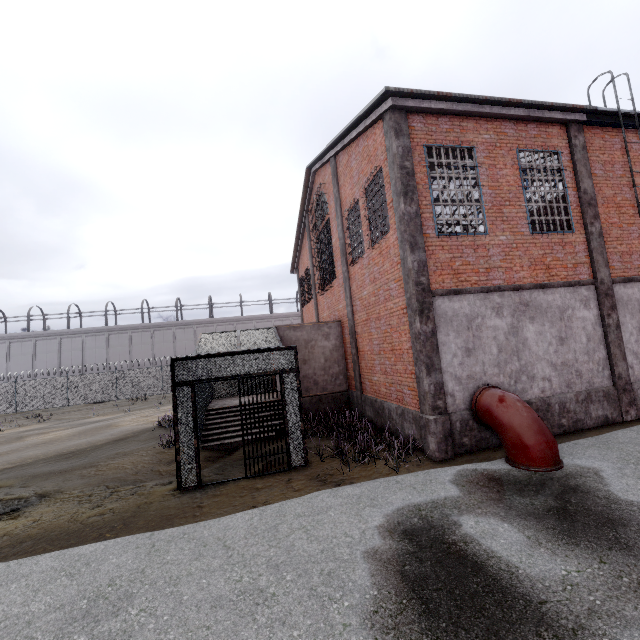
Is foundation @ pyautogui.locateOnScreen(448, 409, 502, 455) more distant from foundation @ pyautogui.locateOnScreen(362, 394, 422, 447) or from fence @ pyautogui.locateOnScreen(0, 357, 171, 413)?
fence @ pyautogui.locateOnScreen(0, 357, 171, 413)

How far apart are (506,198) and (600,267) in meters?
3.5

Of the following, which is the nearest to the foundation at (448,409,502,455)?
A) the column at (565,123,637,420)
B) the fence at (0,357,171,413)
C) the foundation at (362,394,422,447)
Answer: the column at (565,123,637,420)

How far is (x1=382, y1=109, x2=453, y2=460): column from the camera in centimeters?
770cm

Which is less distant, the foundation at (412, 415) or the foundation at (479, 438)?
the foundation at (479, 438)

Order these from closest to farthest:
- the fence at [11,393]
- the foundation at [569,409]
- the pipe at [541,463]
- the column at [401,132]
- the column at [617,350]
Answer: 1. the pipe at [541,463]
2. the column at [401,132]
3. the foundation at [569,409]
4. the column at [617,350]
5. the fence at [11,393]

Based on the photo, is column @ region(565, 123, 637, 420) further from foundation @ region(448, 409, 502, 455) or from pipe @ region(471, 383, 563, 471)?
pipe @ region(471, 383, 563, 471)

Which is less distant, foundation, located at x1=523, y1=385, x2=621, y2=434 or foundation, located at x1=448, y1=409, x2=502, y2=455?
foundation, located at x1=448, y1=409, x2=502, y2=455
